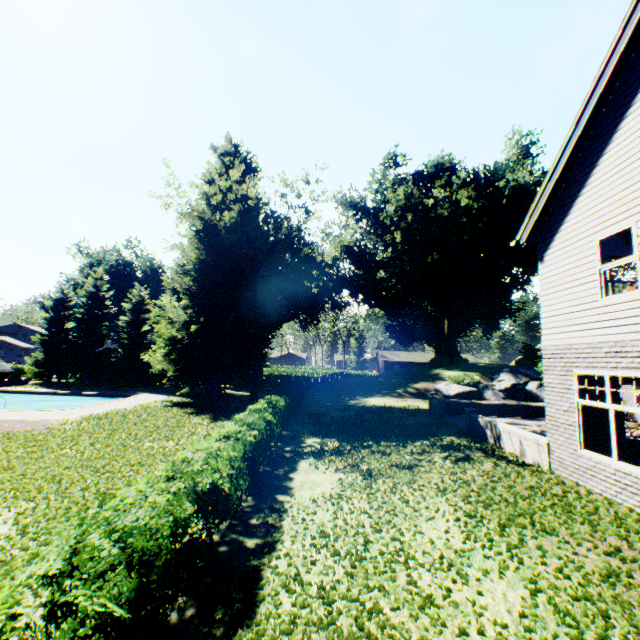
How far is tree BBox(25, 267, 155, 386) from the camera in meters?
37.5

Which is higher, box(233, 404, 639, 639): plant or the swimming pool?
box(233, 404, 639, 639): plant

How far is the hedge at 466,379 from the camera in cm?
3039

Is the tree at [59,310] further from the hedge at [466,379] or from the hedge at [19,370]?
the hedge at [466,379]

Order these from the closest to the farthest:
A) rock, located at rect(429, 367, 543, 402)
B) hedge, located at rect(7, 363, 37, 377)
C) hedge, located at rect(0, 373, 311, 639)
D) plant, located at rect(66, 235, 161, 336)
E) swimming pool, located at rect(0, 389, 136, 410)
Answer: hedge, located at rect(0, 373, 311, 639), rock, located at rect(429, 367, 543, 402), swimming pool, located at rect(0, 389, 136, 410), hedge, located at rect(7, 363, 37, 377), plant, located at rect(66, 235, 161, 336)

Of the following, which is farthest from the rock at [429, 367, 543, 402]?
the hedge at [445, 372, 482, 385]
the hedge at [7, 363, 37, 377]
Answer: the hedge at [7, 363, 37, 377]

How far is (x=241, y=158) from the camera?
31.08m

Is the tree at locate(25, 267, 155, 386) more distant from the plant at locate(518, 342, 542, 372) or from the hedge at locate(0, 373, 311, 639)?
the hedge at locate(0, 373, 311, 639)
